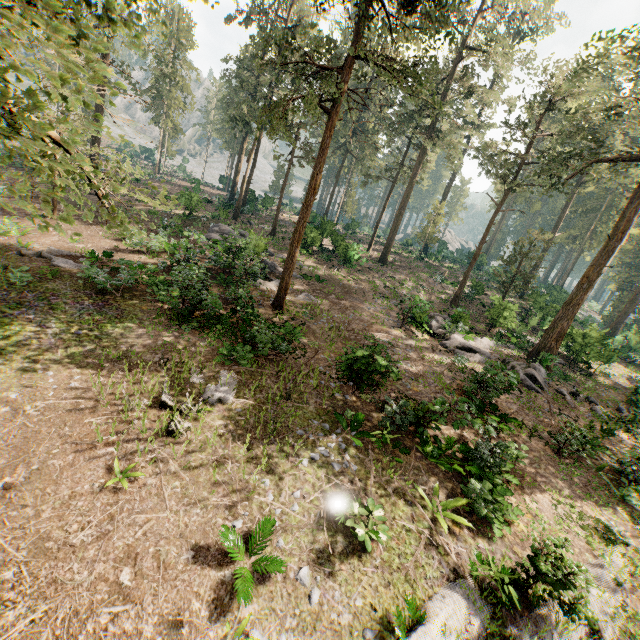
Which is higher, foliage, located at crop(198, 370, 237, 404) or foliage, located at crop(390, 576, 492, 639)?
foliage, located at crop(198, 370, 237, 404)

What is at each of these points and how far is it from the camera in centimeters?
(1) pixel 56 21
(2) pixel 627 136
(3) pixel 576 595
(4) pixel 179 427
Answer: (1) foliage, 2586cm
(2) foliage, 4338cm
(3) foliage, 717cm
(4) foliage, 901cm

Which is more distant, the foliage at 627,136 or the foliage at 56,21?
Result: the foliage at 627,136

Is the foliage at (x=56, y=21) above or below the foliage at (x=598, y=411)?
above

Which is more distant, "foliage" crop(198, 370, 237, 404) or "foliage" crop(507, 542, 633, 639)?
"foliage" crop(198, 370, 237, 404)

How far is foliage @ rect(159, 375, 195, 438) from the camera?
8.9m
